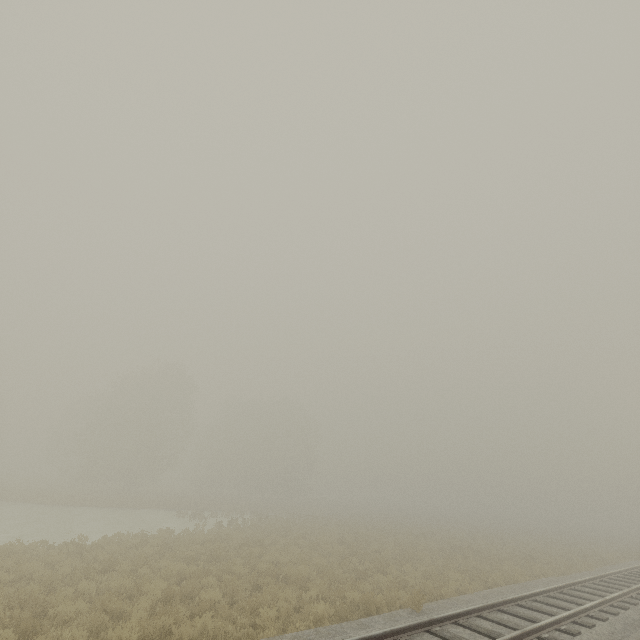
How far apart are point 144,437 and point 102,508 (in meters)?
10.67
